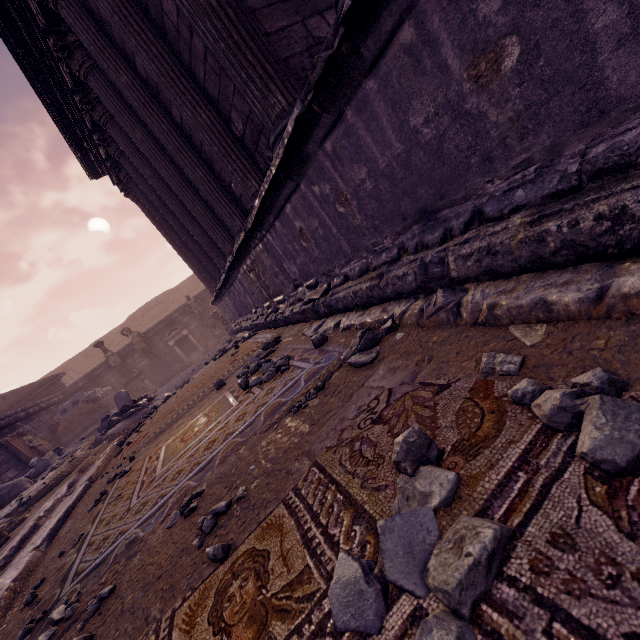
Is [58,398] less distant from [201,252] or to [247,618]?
[201,252]

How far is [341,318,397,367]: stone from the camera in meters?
2.0

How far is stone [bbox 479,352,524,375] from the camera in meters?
1.2

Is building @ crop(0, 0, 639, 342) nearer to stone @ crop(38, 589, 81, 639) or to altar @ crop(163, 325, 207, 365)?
stone @ crop(38, 589, 81, 639)

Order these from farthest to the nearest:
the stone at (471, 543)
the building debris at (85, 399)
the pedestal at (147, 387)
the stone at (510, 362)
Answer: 1. the pedestal at (147, 387)
2. the building debris at (85, 399)
3. the stone at (510, 362)
4. the stone at (471, 543)

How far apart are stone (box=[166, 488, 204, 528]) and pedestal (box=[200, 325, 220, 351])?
14.9m

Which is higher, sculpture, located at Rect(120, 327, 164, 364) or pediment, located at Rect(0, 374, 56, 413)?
pediment, located at Rect(0, 374, 56, 413)

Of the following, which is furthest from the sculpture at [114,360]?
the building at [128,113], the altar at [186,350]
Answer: the building at [128,113]
